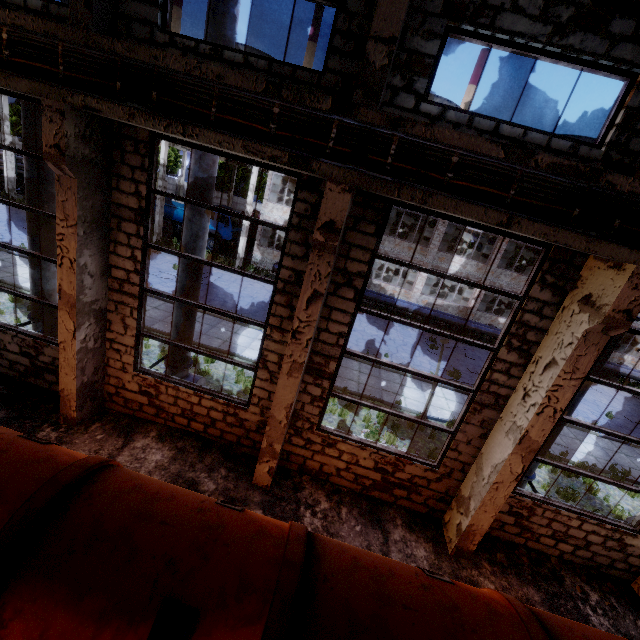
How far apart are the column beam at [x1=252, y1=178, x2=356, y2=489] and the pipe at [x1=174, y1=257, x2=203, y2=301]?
2.9m

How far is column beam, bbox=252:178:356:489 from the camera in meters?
4.8

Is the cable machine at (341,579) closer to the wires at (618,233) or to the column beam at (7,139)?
the wires at (618,233)

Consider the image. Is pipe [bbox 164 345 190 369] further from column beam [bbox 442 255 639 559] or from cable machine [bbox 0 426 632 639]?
column beam [bbox 442 255 639 559]

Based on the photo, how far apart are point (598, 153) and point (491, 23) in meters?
2.5

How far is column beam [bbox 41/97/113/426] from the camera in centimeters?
517cm

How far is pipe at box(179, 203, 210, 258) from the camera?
7.2m

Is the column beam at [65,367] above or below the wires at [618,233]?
below
